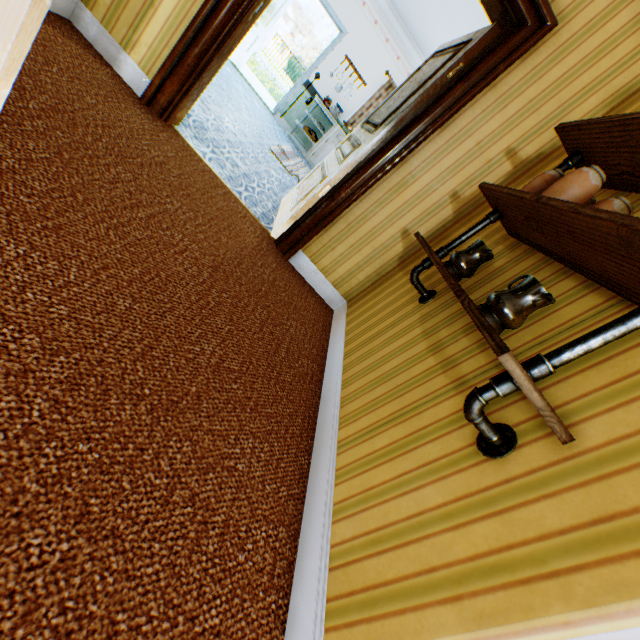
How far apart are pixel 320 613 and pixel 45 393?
1.07m

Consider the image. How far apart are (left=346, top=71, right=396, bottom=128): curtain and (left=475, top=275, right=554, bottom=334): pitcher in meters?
7.6

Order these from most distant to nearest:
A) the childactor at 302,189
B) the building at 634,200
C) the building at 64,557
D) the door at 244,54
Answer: Result: the door at 244,54 → the childactor at 302,189 → the building at 634,200 → the building at 64,557

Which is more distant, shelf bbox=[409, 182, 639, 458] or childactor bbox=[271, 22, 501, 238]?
childactor bbox=[271, 22, 501, 238]

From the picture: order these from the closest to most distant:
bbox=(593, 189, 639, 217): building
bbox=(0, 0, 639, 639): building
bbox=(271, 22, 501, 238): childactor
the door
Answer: bbox=(0, 0, 639, 639): building < bbox=(593, 189, 639, 217): building < bbox=(271, 22, 501, 238): childactor < the door

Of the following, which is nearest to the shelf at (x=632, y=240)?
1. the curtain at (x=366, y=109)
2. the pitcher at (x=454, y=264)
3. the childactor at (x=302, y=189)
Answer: the pitcher at (x=454, y=264)

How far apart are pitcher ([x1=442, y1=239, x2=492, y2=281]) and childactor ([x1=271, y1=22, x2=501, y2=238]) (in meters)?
1.40

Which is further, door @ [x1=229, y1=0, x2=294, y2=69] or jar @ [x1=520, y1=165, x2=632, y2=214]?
door @ [x1=229, y1=0, x2=294, y2=69]
